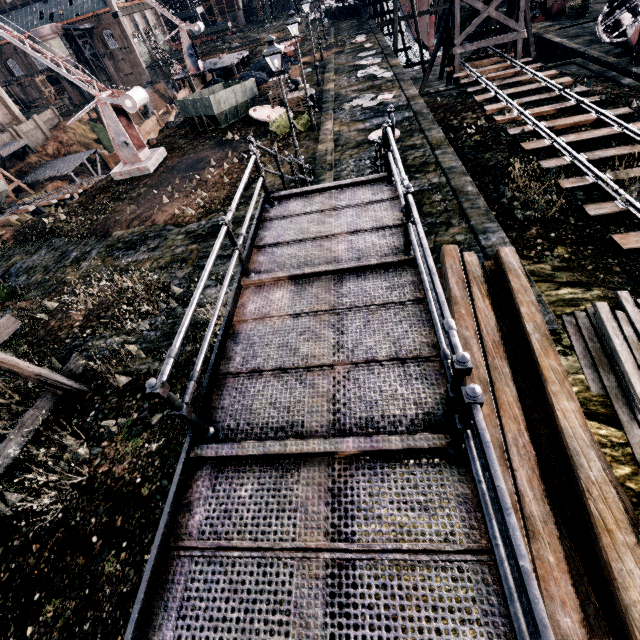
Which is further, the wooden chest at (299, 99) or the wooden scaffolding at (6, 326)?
the wooden chest at (299, 99)

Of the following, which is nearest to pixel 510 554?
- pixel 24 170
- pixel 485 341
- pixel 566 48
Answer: pixel 485 341

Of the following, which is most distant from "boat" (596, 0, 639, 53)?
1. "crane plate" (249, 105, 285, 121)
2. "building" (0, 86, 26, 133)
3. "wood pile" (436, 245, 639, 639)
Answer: "building" (0, 86, 26, 133)

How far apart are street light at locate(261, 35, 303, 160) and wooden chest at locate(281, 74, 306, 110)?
12.6m

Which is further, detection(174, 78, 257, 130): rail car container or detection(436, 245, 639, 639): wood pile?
detection(174, 78, 257, 130): rail car container

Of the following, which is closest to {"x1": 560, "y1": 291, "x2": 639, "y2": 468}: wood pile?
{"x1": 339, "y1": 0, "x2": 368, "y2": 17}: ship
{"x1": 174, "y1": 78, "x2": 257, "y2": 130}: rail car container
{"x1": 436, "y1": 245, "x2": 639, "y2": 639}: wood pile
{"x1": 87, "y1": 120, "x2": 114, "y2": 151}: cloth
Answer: {"x1": 436, "y1": 245, "x2": 639, "y2": 639}: wood pile

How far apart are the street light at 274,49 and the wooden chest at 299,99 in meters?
12.6

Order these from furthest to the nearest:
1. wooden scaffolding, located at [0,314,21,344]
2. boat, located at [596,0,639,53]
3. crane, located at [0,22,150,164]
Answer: boat, located at [596,0,639,53] < crane, located at [0,22,150,164] < wooden scaffolding, located at [0,314,21,344]
